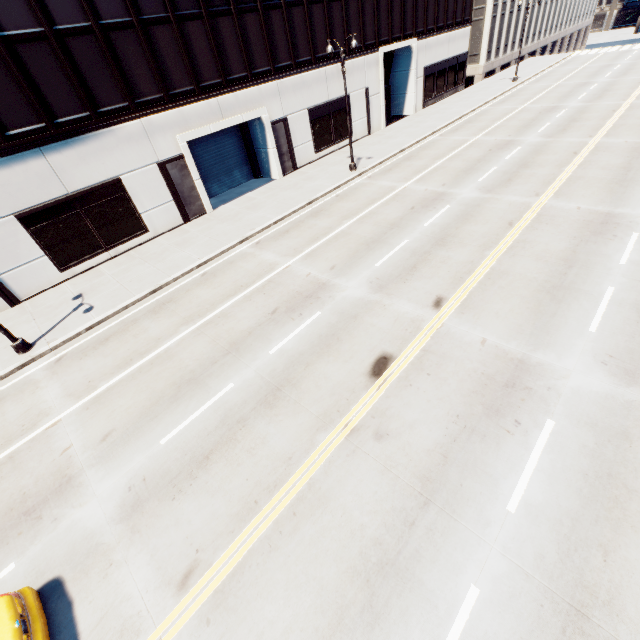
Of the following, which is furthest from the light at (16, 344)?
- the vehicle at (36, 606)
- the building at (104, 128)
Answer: the vehicle at (36, 606)

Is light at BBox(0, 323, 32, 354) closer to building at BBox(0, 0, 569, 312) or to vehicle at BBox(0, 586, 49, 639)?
building at BBox(0, 0, 569, 312)

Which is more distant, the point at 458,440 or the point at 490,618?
the point at 458,440

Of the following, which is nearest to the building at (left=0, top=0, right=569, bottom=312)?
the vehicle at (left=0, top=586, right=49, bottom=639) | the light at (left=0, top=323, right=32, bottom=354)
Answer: the light at (left=0, top=323, right=32, bottom=354)

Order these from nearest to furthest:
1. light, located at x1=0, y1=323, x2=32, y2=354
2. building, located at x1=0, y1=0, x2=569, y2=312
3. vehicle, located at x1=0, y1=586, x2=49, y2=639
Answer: vehicle, located at x1=0, y1=586, x2=49, y2=639 → light, located at x1=0, y1=323, x2=32, y2=354 → building, located at x1=0, y1=0, x2=569, y2=312

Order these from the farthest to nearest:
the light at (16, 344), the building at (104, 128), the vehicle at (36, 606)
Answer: the building at (104, 128), the light at (16, 344), the vehicle at (36, 606)
